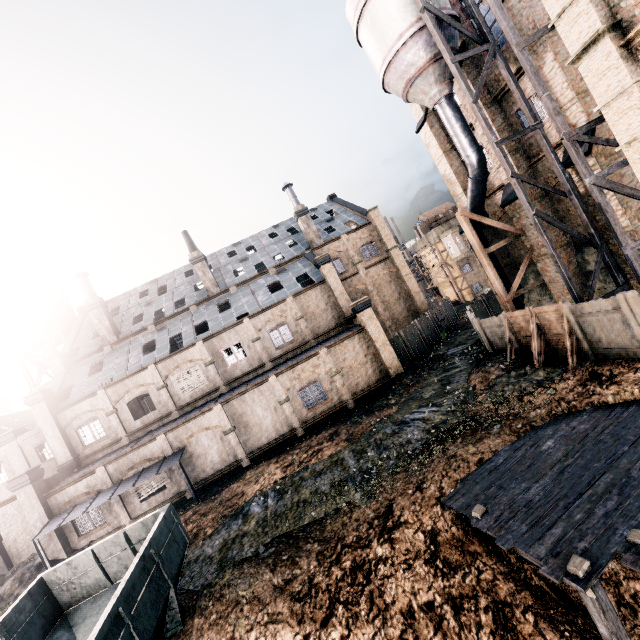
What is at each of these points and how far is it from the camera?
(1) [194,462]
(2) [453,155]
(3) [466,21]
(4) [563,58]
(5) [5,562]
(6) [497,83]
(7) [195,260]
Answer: (1) building, 23.8m
(2) building, 24.4m
(3) building, 19.0m
(4) building, 15.1m
(5) building structure, 26.4m
(6) building, 19.0m
(7) chimney, 34.0m

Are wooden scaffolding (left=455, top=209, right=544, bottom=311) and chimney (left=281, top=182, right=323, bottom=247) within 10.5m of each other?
no

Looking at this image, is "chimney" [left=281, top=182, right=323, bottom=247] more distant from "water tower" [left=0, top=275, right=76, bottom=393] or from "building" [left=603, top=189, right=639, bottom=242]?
"water tower" [left=0, top=275, right=76, bottom=393]

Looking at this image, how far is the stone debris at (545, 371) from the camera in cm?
1459

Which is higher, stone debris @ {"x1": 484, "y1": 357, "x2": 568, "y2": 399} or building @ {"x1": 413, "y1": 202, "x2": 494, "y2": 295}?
building @ {"x1": 413, "y1": 202, "x2": 494, "y2": 295}

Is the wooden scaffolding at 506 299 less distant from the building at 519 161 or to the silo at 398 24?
the building at 519 161

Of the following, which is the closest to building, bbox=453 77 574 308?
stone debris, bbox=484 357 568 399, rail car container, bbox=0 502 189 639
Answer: stone debris, bbox=484 357 568 399

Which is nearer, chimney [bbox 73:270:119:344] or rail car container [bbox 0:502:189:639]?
rail car container [bbox 0:502:189:639]
